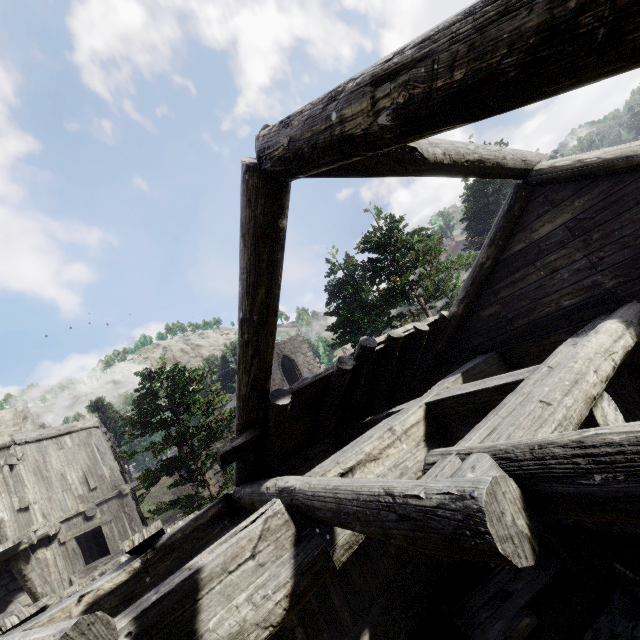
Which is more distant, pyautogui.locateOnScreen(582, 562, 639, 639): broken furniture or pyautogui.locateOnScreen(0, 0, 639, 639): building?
pyautogui.locateOnScreen(582, 562, 639, 639): broken furniture

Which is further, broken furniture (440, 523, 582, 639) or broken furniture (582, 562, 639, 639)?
broken furniture (440, 523, 582, 639)

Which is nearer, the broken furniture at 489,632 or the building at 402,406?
the building at 402,406

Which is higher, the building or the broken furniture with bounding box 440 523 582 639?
the building

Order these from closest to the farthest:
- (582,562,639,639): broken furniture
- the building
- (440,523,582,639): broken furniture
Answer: the building < (582,562,639,639): broken furniture < (440,523,582,639): broken furniture

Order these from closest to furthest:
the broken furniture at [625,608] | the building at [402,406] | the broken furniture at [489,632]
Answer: the building at [402,406] < the broken furniture at [625,608] < the broken furniture at [489,632]

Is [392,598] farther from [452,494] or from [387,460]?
[452,494]
